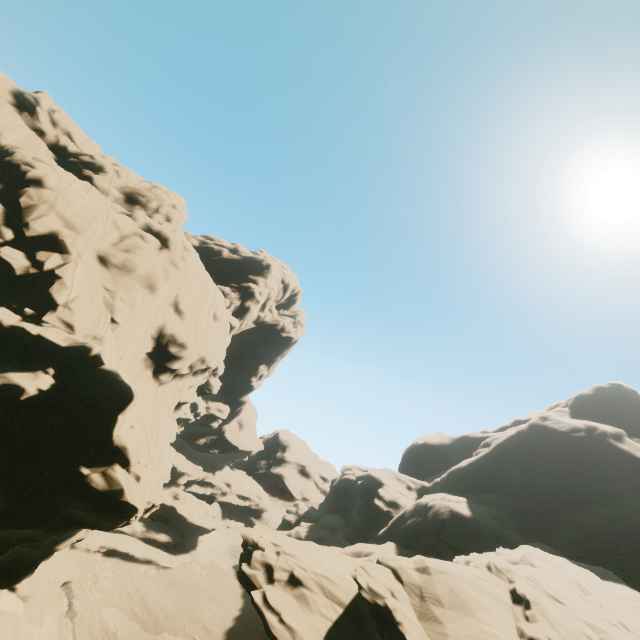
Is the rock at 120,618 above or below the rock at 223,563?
below

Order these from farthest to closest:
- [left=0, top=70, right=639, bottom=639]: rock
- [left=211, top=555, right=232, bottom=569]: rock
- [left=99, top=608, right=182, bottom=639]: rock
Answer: [left=211, top=555, right=232, bottom=569]: rock
[left=99, top=608, right=182, bottom=639]: rock
[left=0, top=70, right=639, bottom=639]: rock

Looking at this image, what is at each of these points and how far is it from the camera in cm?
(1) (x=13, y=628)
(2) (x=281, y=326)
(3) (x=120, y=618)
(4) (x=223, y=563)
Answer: (1) rock, 2331
(2) rock, 5878
(3) rock, 3050
(4) rock, 4347

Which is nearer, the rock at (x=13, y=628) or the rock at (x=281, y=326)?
the rock at (x=281, y=326)

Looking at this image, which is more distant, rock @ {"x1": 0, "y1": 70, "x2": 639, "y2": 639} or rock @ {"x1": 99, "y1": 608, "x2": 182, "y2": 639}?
rock @ {"x1": 99, "y1": 608, "x2": 182, "y2": 639}

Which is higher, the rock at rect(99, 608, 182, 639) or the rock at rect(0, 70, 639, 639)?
the rock at rect(0, 70, 639, 639)
